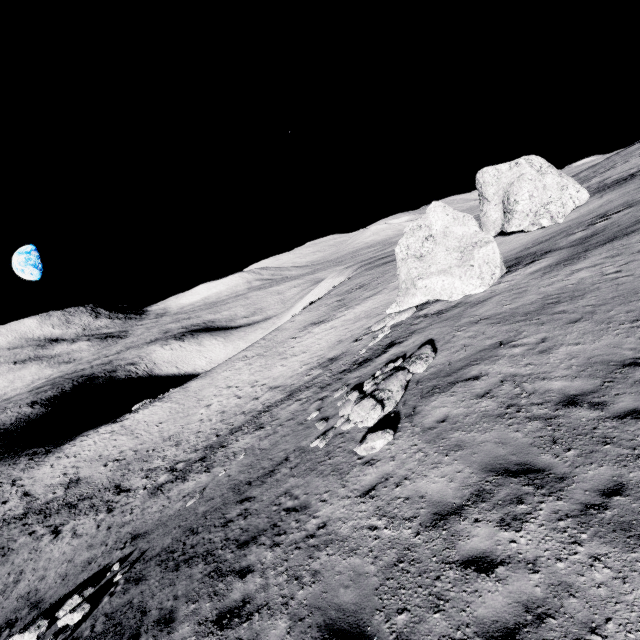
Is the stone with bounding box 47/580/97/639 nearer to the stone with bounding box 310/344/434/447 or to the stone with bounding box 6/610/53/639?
the stone with bounding box 6/610/53/639

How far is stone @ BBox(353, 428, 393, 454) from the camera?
9.22m

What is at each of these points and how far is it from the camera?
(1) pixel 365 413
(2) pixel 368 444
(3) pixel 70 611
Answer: (1) stone, 11.2m
(2) stone, 9.4m
(3) stone, 11.3m

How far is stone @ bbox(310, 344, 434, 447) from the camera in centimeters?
1114cm

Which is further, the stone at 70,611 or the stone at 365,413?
the stone at 365,413

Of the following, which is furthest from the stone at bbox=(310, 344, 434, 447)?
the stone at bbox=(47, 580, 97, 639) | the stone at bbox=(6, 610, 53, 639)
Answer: the stone at bbox=(6, 610, 53, 639)

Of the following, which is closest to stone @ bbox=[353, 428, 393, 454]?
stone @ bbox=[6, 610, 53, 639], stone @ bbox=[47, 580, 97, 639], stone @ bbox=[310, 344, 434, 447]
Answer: stone @ bbox=[310, 344, 434, 447]

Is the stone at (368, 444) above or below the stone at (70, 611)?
above
